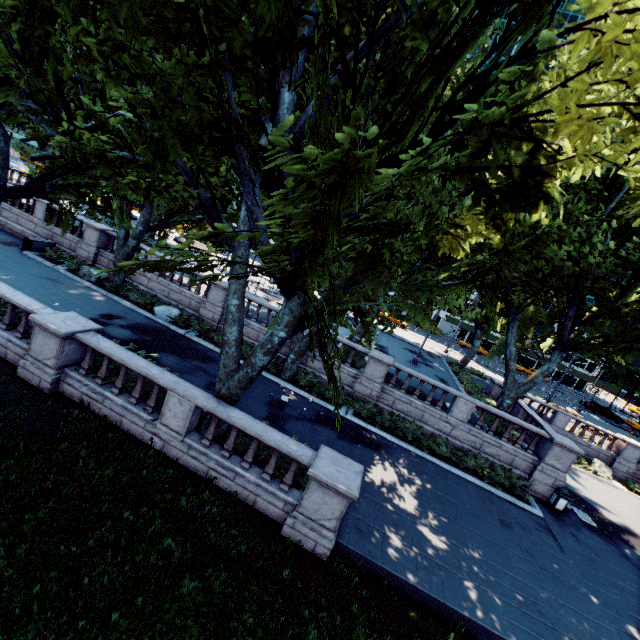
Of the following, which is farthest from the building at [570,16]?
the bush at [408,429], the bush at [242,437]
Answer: the bush at [242,437]

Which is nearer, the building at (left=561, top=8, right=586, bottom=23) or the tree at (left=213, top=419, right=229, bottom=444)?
the tree at (left=213, top=419, right=229, bottom=444)

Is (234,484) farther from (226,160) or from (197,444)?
(226,160)

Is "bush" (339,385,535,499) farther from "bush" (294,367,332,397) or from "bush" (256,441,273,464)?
"bush" (256,441,273,464)

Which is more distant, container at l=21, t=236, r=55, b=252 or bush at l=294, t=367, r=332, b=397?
container at l=21, t=236, r=55, b=252

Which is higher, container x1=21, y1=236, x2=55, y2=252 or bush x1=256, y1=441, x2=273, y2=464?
container x1=21, y1=236, x2=55, y2=252

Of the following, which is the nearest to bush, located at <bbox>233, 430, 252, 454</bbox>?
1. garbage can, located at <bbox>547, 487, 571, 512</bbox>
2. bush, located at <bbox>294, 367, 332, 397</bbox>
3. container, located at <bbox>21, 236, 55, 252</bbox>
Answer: bush, located at <bbox>294, 367, 332, 397</bbox>

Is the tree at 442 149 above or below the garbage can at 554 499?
above
